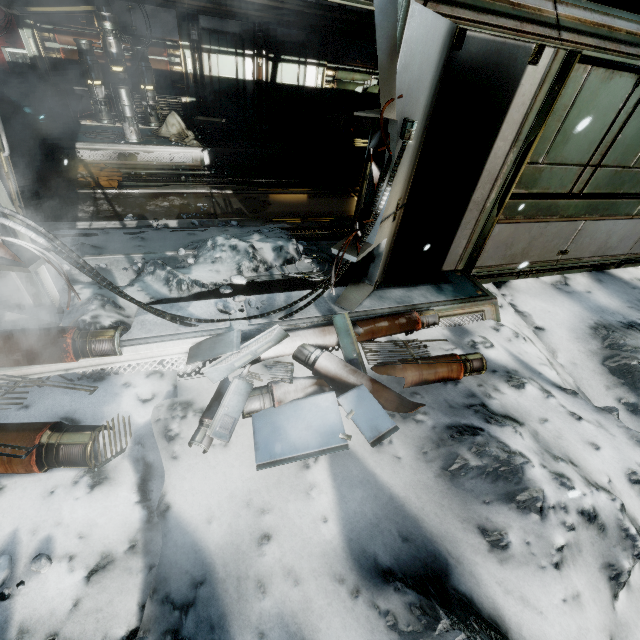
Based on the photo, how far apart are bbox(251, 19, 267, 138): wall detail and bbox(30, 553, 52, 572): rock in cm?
1063

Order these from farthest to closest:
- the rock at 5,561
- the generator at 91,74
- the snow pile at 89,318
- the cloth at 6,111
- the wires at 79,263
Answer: the cloth at 6,111 < the generator at 91,74 < the snow pile at 89,318 < the wires at 79,263 < the rock at 5,561

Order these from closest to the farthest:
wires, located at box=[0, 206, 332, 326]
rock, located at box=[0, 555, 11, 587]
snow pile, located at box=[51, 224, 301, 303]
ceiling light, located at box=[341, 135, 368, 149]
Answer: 1. rock, located at box=[0, 555, 11, 587]
2. wires, located at box=[0, 206, 332, 326]
3. snow pile, located at box=[51, 224, 301, 303]
4. ceiling light, located at box=[341, 135, 368, 149]

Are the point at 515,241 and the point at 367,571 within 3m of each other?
no

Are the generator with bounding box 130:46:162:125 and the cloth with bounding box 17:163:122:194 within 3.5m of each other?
yes

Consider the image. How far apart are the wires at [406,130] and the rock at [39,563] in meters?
3.3 m

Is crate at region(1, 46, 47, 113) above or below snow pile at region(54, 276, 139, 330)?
above

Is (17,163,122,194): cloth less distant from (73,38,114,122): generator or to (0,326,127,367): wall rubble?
(73,38,114,122): generator
